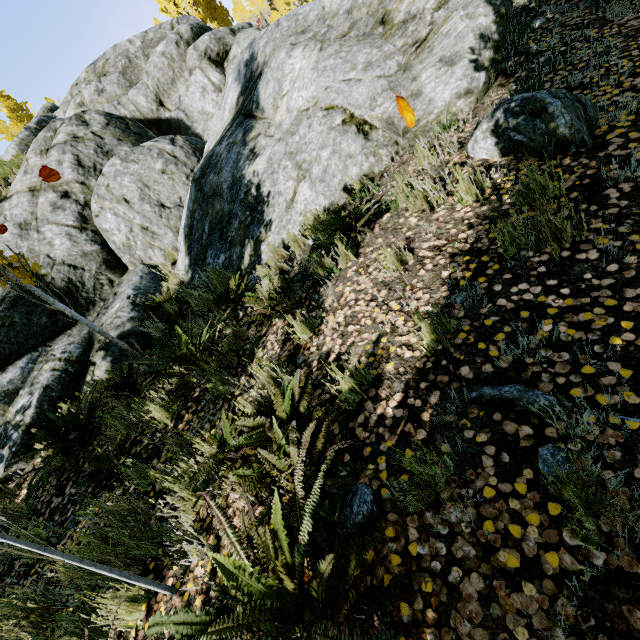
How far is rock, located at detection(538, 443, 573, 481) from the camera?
1.44m

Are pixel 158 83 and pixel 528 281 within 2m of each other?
no

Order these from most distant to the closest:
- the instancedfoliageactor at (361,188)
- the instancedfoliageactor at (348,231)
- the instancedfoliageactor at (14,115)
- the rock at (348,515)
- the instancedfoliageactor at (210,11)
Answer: A: the instancedfoliageactor at (14,115), the instancedfoliageactor at (210,11), the instancedfoliageactor at (361,188), the instancedfoliageactor at (348,231), the rock at (348,515)

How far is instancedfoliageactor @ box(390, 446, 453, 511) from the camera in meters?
1.6 m

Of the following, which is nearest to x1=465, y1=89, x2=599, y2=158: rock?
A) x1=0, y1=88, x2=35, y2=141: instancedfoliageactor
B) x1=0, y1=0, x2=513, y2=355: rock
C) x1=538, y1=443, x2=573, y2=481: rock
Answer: x1=0, y1=0, x2=513, y2=355: rock

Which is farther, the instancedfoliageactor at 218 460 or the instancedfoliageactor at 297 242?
the instancedfoliageactor at 297 242

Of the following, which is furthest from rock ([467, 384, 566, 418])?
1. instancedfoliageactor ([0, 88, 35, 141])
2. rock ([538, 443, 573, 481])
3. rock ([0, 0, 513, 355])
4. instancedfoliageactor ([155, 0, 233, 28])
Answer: instancedfoliageactor ([0, 88, 35, 141])

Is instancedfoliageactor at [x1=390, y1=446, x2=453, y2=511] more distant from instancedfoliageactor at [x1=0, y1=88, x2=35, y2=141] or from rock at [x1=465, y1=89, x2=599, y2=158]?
instancedfoliageactor at [x1=0, y1=88, x2=35, y2=141]
